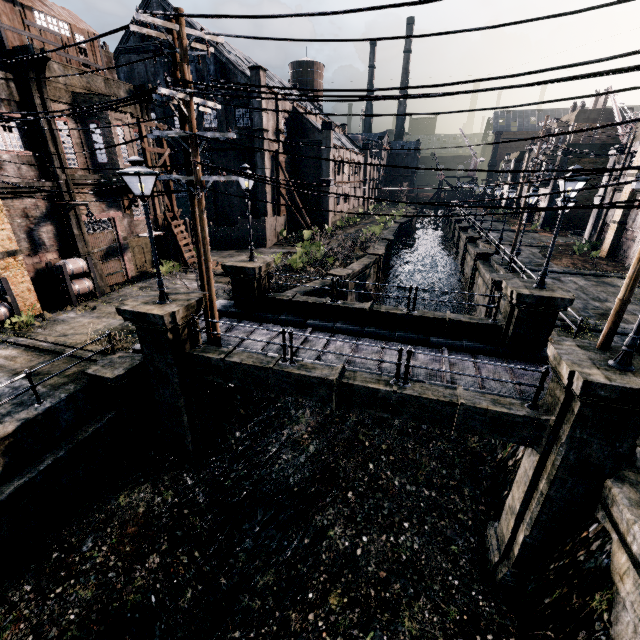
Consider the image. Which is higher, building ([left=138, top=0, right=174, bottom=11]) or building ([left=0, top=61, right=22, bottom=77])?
building ([left=138, top=0, right=174, bottom=11])

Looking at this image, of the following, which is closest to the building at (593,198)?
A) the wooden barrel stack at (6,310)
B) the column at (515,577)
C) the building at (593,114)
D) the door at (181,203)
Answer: the building at (593,114)

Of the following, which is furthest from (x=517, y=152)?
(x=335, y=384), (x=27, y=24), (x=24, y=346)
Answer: (x=24, y=346)

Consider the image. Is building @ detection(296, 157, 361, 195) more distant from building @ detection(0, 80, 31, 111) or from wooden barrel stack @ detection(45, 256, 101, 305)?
wooden barrel stack @ detection(45, 256, 101, 305)

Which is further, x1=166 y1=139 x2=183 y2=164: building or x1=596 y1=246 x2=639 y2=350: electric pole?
x1=166 y1=139 x2=183 y2=164: building

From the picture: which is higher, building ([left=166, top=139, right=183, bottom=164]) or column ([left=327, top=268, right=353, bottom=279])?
building ([left=166, top=139, right=183, bottom=164])

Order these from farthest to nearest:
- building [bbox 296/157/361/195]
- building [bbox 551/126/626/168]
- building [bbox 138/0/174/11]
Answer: building [bbox 296/157/361/195] → building [bbox 551/126/626/168] → building [bbox 138/0/174/11]

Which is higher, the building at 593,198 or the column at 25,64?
the column at 25,64
